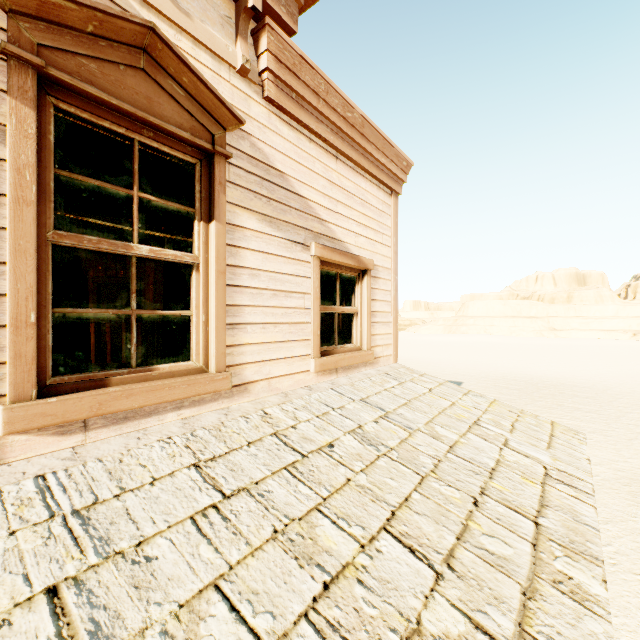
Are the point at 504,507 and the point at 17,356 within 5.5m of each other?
yes

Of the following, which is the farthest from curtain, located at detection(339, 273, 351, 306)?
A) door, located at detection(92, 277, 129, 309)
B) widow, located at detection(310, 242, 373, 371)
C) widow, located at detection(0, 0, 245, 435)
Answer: door, located at detection(92, 277, 129, 309)

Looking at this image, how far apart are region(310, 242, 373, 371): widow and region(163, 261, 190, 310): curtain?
1.2m

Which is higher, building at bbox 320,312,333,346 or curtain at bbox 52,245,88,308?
curtain at bbox 52,245,88,308

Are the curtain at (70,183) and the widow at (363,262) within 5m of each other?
yes

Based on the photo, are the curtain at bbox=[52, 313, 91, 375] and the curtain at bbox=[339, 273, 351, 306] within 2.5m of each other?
yes

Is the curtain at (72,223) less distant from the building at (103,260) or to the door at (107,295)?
the building at (103,260)

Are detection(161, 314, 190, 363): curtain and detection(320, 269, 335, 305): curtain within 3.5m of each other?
yes
